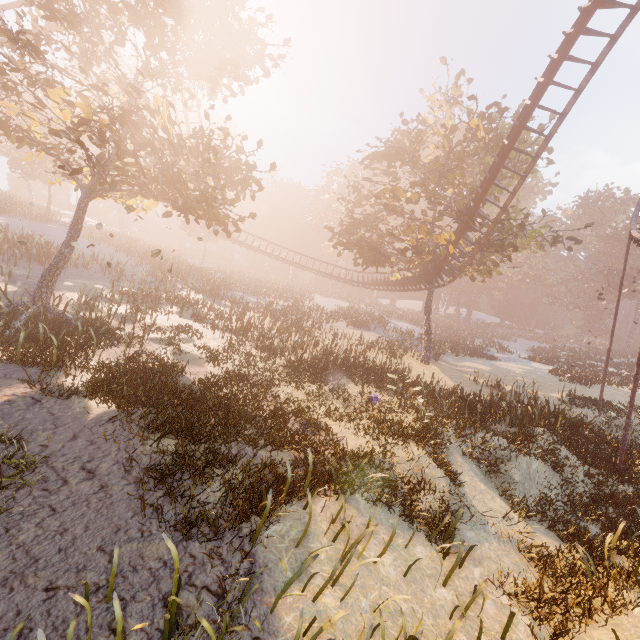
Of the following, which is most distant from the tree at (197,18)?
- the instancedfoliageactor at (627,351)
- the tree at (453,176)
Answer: the instancedfoliageactor at (627,351)

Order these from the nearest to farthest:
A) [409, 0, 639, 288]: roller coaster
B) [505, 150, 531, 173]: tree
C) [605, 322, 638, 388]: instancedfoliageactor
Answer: [409, 0, 639, 288]: roller coaster → [505, 150, 531, 173]: tree → [605, 322, 638, 388]: instancedfoliageactor

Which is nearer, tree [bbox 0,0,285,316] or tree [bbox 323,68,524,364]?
tree [bbox 0,0,285,316]

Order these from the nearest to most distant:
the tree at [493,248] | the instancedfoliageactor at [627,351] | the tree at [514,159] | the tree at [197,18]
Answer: the tree at [197,18] < the tree at [493,248] < the tree at [514,159] < the instancedfoliageactor at [627,351]

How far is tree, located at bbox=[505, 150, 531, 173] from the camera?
21.0m

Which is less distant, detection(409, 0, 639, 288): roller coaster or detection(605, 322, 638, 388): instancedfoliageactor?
detection(409, 0, 639, 288): roller coaster

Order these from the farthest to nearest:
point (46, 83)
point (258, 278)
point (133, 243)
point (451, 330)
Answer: point (451, 330)
point (258, 278)
point (133, 243)
point (46, 83)

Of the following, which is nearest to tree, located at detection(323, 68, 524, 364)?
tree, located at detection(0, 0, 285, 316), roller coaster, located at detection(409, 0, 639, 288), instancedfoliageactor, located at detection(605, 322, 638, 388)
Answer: roller coaster, located at detection(409, 0, 639, 288)
